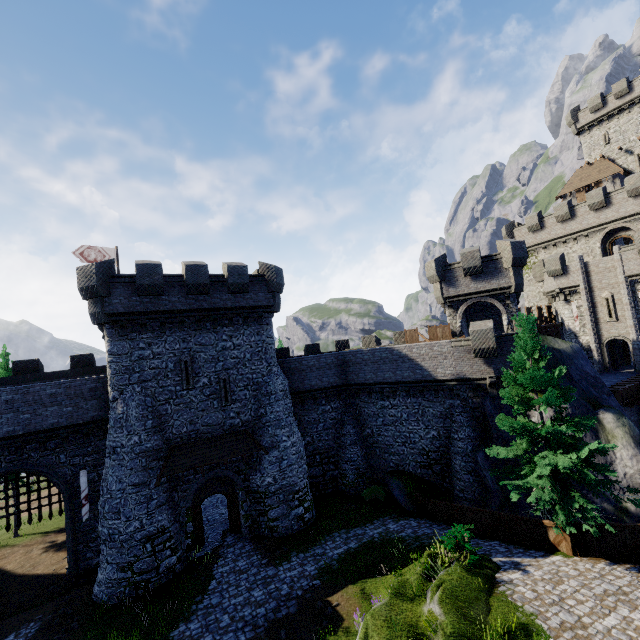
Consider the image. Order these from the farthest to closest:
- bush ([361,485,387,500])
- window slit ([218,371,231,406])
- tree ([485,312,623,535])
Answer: bush ([361,485,387,500]) → window slit ([218,371,231,406]) → tree ([485,312,623,535])

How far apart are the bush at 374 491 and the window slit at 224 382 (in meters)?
11.07

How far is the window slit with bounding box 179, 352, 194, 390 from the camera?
19.17m

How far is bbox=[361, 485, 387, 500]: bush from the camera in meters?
22.4 m

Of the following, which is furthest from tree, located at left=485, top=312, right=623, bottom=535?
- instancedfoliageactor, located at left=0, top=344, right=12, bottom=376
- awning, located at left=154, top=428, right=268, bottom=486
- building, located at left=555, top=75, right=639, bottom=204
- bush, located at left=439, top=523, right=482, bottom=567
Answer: building, located at left=555, top=75, right=639, bottom=204

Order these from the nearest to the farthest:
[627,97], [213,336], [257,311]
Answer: [213,336] → [257,311] → [627,97]

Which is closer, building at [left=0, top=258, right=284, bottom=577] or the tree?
the tree

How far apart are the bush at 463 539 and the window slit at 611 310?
26.8m
